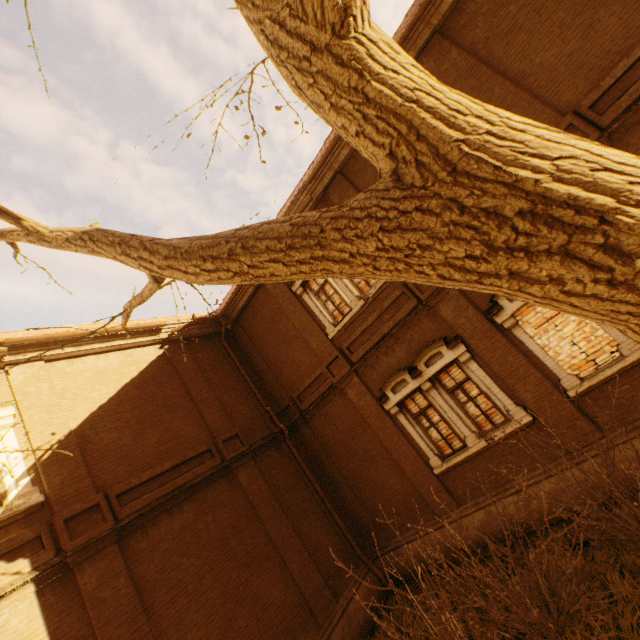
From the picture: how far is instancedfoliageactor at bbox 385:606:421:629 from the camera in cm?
732

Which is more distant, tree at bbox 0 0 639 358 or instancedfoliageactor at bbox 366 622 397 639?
instancedfoliageactor at bbox 366 622 397 639

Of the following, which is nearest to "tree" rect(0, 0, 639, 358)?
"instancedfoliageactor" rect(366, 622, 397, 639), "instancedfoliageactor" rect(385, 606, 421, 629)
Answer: "instancedfoliageactor" rect(385, 606, 421, 629)

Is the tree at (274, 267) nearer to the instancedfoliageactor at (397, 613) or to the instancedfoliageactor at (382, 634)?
the instancedfoliageactor at (397, 613)

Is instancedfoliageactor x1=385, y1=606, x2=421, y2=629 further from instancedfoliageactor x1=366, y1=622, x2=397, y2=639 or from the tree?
the tree

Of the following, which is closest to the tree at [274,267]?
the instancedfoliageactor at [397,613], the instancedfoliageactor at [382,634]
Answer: the instancedfoliageactor at [397,613]

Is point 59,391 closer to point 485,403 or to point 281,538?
point 281,538
